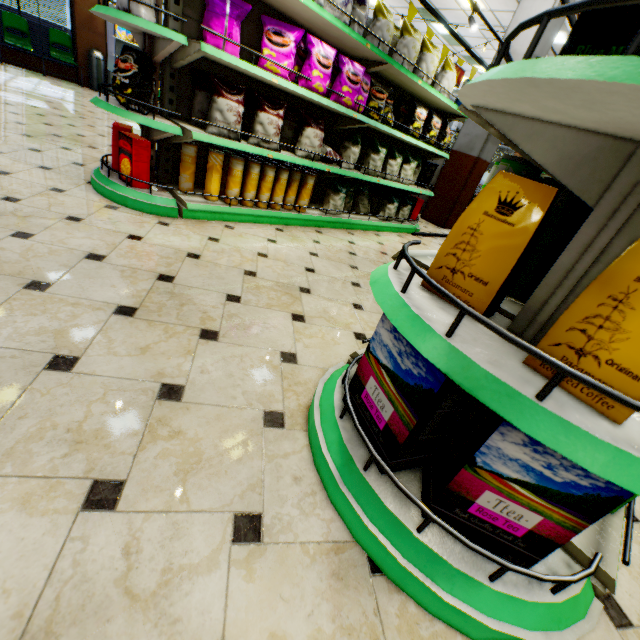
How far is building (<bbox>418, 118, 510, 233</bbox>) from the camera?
6.7m

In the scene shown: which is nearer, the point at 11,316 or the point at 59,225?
the point at 11,316

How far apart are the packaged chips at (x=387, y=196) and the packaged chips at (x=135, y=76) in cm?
299

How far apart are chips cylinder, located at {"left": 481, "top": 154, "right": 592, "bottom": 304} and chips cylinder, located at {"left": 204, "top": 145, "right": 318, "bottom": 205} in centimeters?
255cm

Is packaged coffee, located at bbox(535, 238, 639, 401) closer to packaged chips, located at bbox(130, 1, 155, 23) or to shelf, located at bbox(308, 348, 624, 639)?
shelf, located at bbox(308, 348, 624, 639)

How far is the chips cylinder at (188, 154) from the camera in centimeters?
299cm

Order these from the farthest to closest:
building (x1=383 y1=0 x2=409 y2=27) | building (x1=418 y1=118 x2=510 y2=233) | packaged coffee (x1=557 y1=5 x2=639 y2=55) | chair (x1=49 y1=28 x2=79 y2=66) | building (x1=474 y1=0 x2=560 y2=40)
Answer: building (x1=383 y1=0 x2=409 y2=27), chair (x1=49 y1=28 x2=79 y2=66), building (x1=418 y1=118 x2=510 y2=233), building (x1=474 y1=0 x2=560 y2=40), packaged coffee (x1=557 y1=5 x2=639 y2=55)

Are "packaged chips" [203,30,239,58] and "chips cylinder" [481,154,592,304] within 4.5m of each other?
yes
